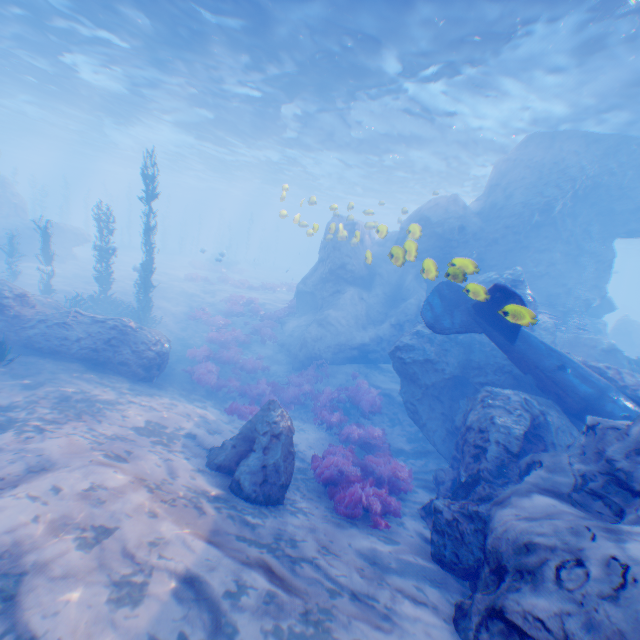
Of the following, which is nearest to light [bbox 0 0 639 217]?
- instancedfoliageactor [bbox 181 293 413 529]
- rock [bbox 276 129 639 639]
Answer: rock [bbox 276 129 639 639]

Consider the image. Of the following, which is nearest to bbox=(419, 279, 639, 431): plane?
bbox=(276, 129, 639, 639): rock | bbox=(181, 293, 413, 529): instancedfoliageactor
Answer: bbox=(276, 129, 639, 639): rock

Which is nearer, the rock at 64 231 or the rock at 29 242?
the rock at 29 242

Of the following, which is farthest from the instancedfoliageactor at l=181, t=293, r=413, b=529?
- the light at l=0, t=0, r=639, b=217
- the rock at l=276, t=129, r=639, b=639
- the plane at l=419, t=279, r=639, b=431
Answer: the light at l=0, t=0, r=639, b=217

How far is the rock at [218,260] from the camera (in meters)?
22.12

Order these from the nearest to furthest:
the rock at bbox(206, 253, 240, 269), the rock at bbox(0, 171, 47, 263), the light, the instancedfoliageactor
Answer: the instancedfoliageactor
the light
the rock at bbox(206, 253, 240, 269)
the rock at bbox(0, 171, 47, 263)

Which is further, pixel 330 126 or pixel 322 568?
pixel 330 126

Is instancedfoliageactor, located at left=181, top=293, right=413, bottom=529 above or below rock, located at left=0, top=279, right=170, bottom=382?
below
